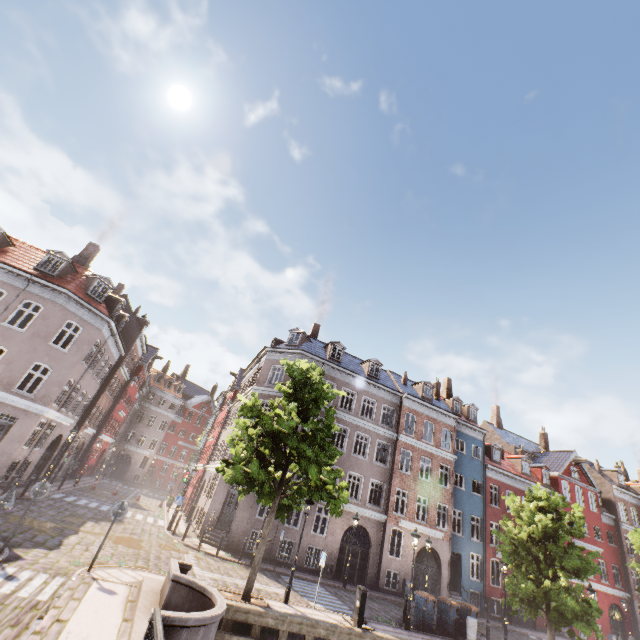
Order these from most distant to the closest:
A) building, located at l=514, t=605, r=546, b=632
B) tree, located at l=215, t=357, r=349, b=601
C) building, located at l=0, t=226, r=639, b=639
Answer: building, located at l=514, t=605, r=546, b=632 → building, located at l=0, t=226, r=639, b=639 → tree, located at l=215, t=357, r=349, b=601

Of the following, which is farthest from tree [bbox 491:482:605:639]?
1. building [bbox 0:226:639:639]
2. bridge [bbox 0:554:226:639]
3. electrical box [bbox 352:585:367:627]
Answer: building [bbox 0:226:639:639]

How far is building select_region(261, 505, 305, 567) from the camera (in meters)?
20.06

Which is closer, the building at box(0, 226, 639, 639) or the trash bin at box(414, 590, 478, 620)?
the trash bin at box(414, 590, 478, 620)

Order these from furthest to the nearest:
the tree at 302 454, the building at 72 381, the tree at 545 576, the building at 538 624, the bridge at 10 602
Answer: the building at 538 624 → the building at 72 381 → the tree at 545 576 → the tree at 302 454 → the bridge at 10 602

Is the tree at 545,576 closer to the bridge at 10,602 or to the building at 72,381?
the bridge at 10,602

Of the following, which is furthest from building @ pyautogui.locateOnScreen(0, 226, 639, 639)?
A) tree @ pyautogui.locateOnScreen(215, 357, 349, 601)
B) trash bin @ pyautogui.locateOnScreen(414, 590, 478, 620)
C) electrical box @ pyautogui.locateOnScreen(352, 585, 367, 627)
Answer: electrical box @ pyautogui.locateOnScreen(352, 585, 367, 627)

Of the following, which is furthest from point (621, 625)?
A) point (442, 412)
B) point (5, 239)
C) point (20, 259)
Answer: point (5, 239)
